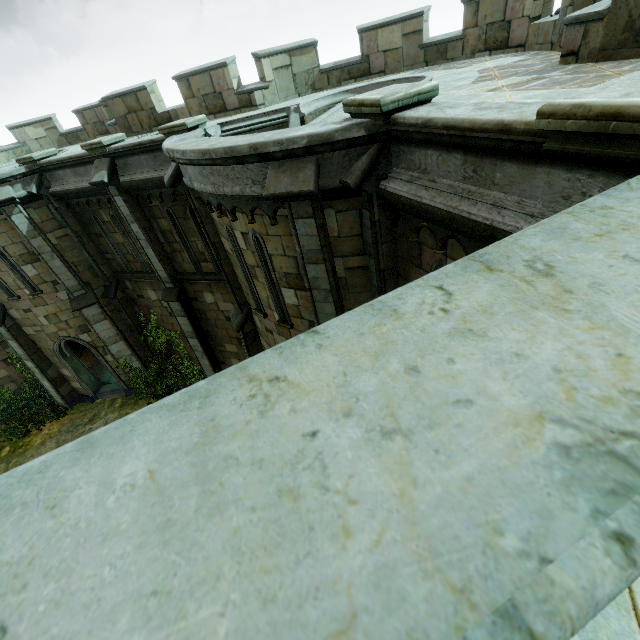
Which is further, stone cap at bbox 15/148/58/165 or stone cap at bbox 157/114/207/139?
stone cap at bbox 15/148/58/165

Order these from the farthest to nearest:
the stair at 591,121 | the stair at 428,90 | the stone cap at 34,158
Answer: the stone cap at 34,158
the stair at 428,90
the stair at 591,121

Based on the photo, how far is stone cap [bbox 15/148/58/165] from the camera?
10.67m

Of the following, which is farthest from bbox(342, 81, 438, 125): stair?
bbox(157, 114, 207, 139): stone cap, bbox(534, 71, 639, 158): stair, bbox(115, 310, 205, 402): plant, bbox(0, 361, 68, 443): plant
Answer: bbox(0, 361, 68, 443): plant

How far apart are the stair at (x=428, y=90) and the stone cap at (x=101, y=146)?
8.38m

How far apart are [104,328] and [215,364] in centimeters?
Result: 500cm

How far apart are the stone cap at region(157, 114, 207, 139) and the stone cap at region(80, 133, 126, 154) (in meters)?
2.19

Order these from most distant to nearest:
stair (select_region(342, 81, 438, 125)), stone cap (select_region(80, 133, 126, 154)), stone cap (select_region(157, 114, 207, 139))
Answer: stone cap (select_region(80, 133, 126, 154)) → stone cap (select_region(157, 114, 207, 139)) → stair (select_region(342, 81, 438, 125))
